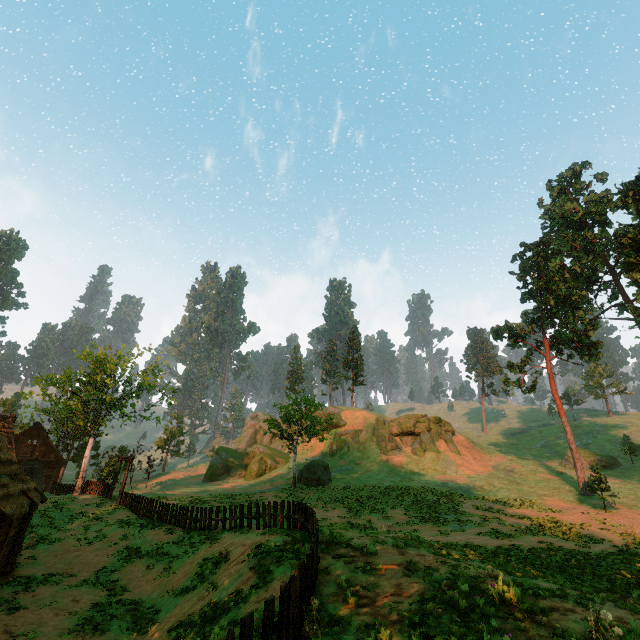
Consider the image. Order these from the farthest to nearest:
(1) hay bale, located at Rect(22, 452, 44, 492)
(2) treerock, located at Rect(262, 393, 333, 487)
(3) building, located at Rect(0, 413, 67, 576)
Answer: (2) treerock, located at Rect(262, 393, 333, 487) < (1) hay bale, located at Rect(22, 452, 44, 492) < (3) building, located at Rect(0, 413, 67, 576)

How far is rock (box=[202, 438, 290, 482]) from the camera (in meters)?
46.94

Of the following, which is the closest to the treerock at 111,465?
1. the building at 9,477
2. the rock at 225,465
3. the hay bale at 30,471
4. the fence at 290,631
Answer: the building at 9,477

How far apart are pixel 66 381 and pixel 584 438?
75.44m

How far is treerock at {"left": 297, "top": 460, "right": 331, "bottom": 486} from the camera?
36.1m

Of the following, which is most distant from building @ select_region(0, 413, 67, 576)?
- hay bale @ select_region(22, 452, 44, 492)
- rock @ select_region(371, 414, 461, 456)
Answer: rock @ select_region(371, 414, 461, 456)

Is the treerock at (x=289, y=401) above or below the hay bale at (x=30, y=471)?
above

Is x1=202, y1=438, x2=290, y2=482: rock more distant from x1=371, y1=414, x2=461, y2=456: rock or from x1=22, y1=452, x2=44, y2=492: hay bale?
x1=22, y1=452, x2=44, y2=492: hay bale
